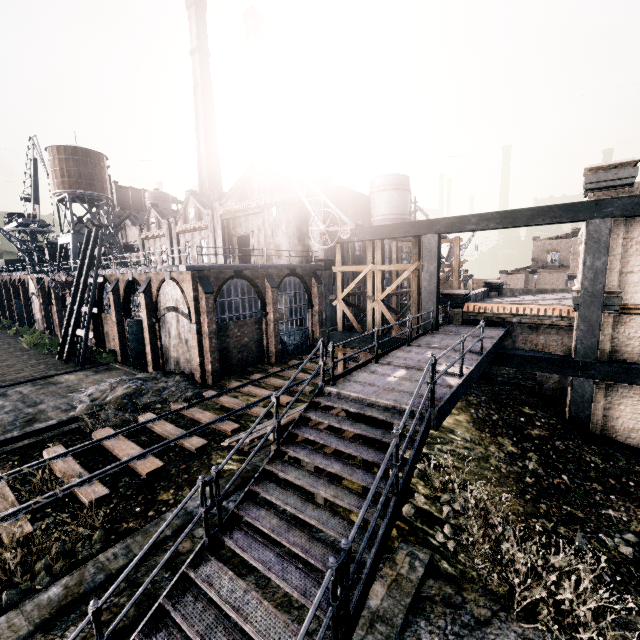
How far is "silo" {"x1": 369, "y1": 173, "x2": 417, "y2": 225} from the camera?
33.38m

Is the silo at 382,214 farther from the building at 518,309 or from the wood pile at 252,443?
the wood pile at 252,443

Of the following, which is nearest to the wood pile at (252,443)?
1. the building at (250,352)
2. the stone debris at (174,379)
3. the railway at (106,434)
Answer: the railway at (106,434)

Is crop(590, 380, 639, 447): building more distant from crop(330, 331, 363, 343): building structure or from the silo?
the silo

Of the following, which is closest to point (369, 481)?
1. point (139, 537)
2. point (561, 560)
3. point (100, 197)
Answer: point (561, 560)

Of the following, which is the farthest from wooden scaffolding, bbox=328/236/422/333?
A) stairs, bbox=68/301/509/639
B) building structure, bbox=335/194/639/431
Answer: stairs, bbox=68/301/509/639

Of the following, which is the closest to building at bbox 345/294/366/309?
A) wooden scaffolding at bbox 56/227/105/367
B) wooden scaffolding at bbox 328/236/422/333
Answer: wooden scaffolding at bbox 56/227/105/367

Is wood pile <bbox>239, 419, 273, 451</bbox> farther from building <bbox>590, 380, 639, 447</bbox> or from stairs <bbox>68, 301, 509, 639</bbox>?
building <bbox>590, 380, 639, 447</bbox>
